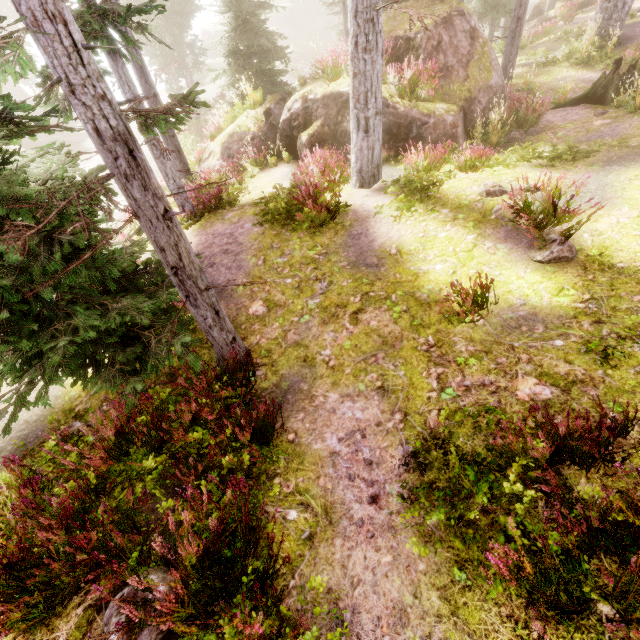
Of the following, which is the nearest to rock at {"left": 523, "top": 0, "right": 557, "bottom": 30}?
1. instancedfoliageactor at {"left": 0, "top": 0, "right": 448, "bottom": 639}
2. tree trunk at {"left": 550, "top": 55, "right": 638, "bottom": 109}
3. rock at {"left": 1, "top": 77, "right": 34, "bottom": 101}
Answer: instancedfoliageactor at {"left": 0, "top": 0, "right": 448, "bottom": 639}

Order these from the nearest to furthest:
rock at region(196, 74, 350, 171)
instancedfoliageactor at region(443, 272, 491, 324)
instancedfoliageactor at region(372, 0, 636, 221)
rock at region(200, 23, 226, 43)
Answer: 1. instancedfoliageactor at region(443, 272, 491, 324)
2. instancedfoliageactor at region(372, 0, 636, 221)
3. rock at region(196, 74, 350, 171)
4. rock at region(200, 23, 226, 43)

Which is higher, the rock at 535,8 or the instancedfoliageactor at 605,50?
the instancedfoliageactor at 605,50

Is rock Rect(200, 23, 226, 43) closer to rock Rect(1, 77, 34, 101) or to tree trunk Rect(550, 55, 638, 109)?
rock Rect(1, 77, 34, 101)

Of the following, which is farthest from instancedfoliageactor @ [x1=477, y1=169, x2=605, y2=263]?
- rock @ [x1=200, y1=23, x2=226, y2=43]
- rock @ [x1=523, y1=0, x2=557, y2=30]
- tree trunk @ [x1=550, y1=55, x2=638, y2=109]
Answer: rock @ [x1=200, y1=23, x2=226, y2=43]

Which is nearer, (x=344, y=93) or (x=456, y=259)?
(x=456, y=259)

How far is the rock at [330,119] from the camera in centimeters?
1111cm

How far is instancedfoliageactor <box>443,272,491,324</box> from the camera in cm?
506
